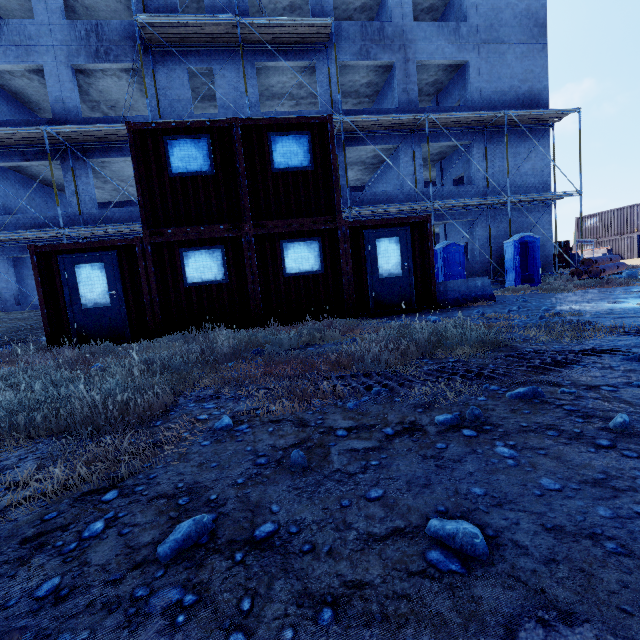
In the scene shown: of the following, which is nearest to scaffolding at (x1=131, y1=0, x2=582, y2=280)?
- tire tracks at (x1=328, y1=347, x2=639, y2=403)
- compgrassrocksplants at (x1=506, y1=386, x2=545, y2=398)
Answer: tire tracks at (x1=328, y1=347, x2=639, y2=403)

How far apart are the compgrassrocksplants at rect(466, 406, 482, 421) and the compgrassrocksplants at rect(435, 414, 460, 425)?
0.2 meters

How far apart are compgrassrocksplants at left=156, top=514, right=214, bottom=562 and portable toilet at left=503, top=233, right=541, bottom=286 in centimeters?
1655cm

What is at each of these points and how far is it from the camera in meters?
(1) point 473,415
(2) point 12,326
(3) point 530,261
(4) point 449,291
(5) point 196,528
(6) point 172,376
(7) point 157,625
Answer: (1) compgrassrocksplants, 2.1 m
(2) plywood, 10.2 m
(3) portable toilet, 15.3 m
(4) barrier, 9.4 m
(5) compgrassrocksplants, 1.3 m
(6) compgrassrocksplants, 4.0 m
(7) tire tracks, 1.0 m

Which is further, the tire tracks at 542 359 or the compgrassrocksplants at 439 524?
the tire tracks at 542 359

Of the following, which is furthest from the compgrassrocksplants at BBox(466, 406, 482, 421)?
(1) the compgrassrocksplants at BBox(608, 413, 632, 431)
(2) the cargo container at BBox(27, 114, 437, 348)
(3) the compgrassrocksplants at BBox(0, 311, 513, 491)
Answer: (2) the cargo container at BBox(27, 114, 437, 348)

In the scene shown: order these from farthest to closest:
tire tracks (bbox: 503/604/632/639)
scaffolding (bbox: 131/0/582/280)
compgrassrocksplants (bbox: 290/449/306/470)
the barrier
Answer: scaffolding (bbox: 131/0/582/280) < the barrier < compgrassrocksplants (bbox: 290/449/306/470) < tire tracks (bbox: 503/604/632/639)

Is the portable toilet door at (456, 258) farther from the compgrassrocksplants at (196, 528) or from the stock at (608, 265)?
the compgrassrocksplants at (196, 528)
